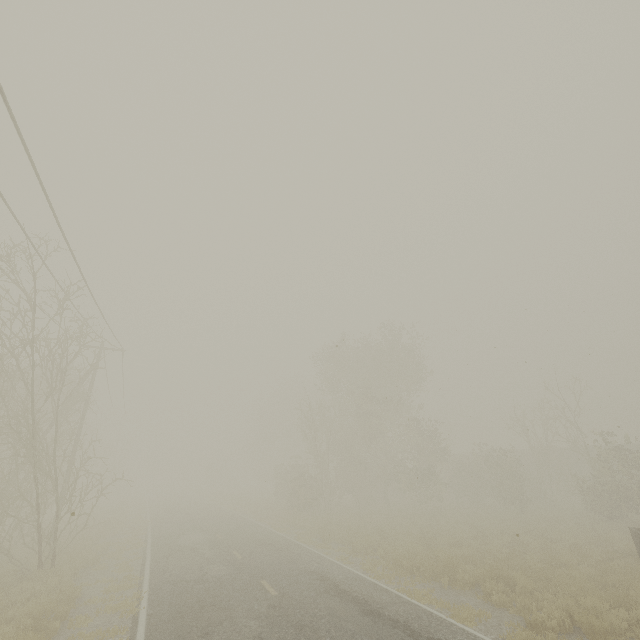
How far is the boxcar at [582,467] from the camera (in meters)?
37.50

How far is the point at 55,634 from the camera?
8.32m

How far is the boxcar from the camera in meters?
37.5
